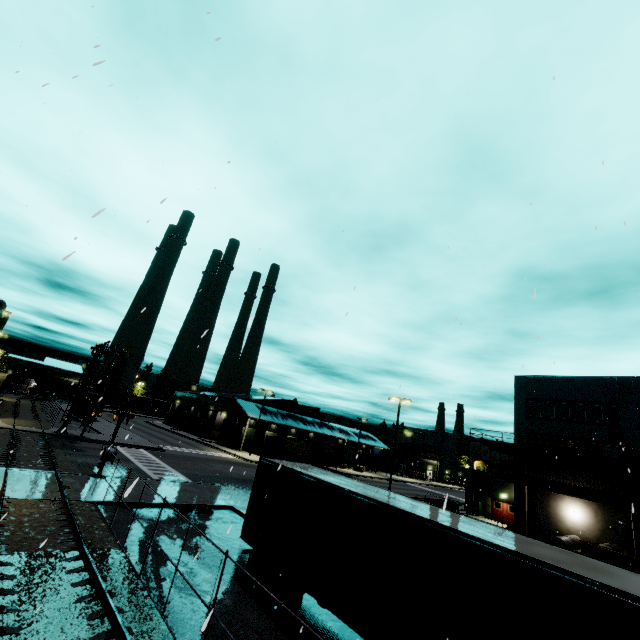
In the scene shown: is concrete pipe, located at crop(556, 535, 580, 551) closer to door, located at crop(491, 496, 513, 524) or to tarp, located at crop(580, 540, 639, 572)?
tarp, located at crop(580, 540, 639, 572)

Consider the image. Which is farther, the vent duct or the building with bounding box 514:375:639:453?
the building with bounding box 514:375:639:453

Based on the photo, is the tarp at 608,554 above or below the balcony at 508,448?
below

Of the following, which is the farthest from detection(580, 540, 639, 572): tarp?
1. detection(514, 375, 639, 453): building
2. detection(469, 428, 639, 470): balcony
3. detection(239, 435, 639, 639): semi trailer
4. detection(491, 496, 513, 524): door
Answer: detection(491, 496, 513, 524): door

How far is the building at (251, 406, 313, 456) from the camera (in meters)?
55.12

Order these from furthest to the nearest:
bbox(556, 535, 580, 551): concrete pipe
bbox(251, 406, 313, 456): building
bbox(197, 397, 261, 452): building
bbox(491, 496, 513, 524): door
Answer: bbox(251, 406, 313, 456): building → bbox(197, 397, 261, 452): building → bbox(491, 496, 513, 524): door → bbox(556, 535, 580, 551): concrete pipe

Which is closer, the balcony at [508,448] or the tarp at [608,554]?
the tarp at [608,554]

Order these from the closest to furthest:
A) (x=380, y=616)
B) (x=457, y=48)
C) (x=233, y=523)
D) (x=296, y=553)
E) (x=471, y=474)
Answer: (x=457, y=48), (x=380, y=616), (x=296, y=553), (x=233, y=523), (x=471, y=474)
